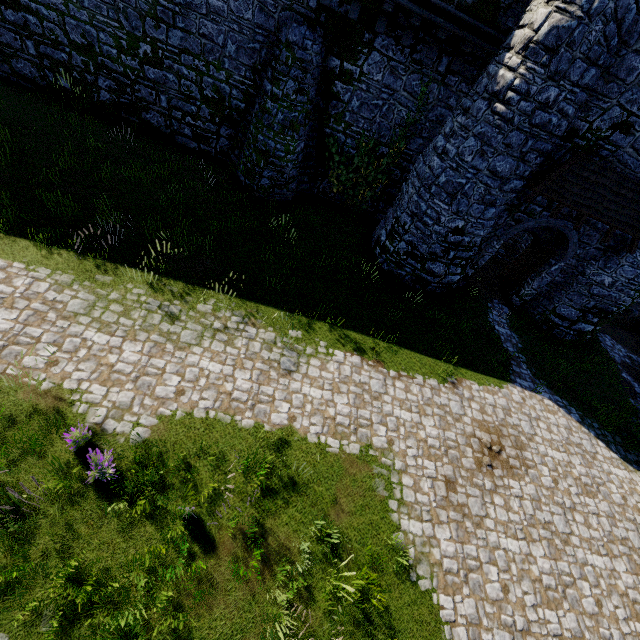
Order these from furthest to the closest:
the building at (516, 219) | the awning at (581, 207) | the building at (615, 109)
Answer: the building at (516, 219)
the awning at (581, 207)
the building at (615, 109)

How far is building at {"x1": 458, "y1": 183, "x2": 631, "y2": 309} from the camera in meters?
12.2

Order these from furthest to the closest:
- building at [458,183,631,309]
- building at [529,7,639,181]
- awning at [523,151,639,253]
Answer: building at [458,183,631,309] → awning at [523,151,639,253] → building at [529,7,639,181]

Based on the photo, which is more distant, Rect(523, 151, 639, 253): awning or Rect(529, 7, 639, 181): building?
Rect(523, 151, 639, 253): awning

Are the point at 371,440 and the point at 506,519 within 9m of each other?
yes

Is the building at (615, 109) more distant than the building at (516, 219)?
No

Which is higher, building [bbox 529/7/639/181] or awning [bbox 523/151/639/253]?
building [bbox 529/7/639/181]
